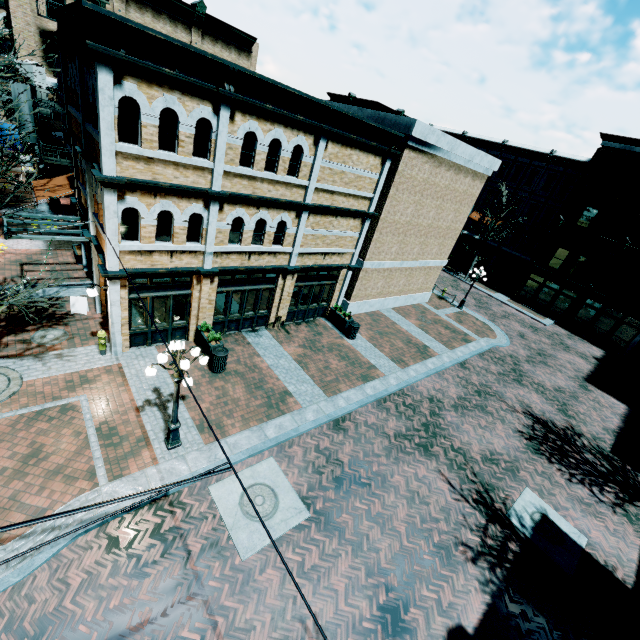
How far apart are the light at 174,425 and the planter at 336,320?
9.67m

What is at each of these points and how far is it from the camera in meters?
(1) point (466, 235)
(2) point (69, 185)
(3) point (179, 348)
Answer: (1) building, 39.2
(2) awning, 15.3
(3) light, 7.6

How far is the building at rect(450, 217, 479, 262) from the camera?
38.7m

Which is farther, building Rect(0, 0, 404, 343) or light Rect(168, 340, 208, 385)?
building Rect(0, 0, 404, 343)

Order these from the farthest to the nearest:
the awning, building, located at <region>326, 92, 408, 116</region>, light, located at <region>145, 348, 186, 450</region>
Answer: building, located at <region>326, 92, 408, 116</region>, the awning, light, located at <region>145, 348, 186, 450</region>

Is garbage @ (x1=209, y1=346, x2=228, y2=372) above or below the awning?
below

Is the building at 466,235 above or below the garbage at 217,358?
above

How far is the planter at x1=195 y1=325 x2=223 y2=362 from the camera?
12.31m
